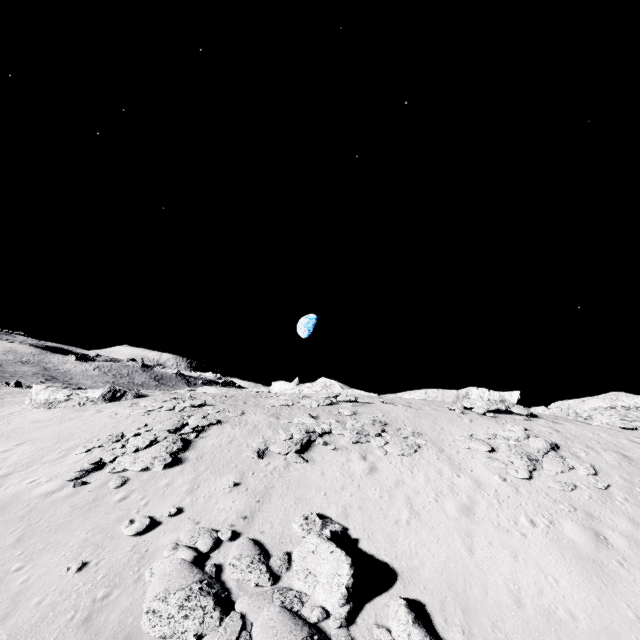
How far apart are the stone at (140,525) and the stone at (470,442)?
15.9 meters

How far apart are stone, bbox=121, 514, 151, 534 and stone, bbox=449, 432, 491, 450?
15.9 meters

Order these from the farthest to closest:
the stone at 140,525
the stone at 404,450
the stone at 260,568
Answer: the stone at 404,450 → the stone at 140,525 → the stone at 260,568

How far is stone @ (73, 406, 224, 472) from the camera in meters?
16.2 m

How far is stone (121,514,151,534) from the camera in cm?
1177

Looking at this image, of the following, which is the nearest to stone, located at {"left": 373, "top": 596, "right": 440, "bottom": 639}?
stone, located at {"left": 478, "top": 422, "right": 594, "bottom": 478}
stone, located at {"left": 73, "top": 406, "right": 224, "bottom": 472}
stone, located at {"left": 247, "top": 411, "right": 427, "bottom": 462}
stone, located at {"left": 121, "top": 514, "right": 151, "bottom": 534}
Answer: stone, located at {"left": 121, "top": 514, "right": 151, "bottom": 534}

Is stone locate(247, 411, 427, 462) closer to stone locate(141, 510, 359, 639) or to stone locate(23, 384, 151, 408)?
stone locate(141, 510, 359, 639)

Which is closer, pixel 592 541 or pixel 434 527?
pixel 592 541
